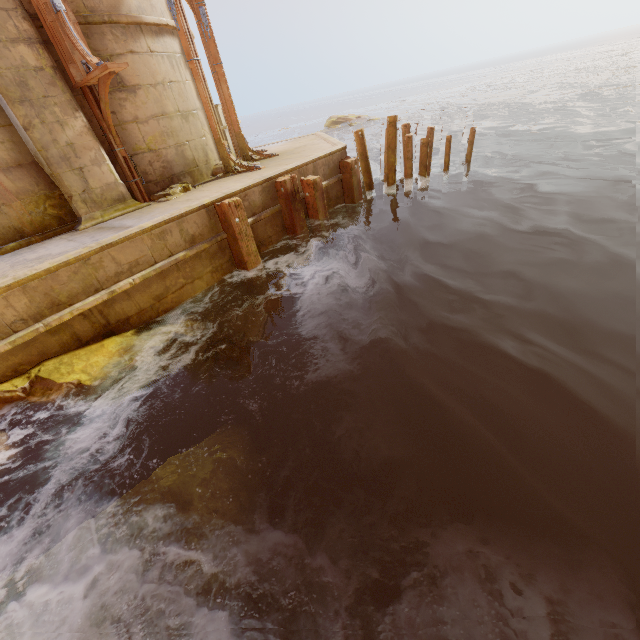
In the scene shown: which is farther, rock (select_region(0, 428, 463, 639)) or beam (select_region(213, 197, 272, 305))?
beam (select_region(213, 197, 272, 305))

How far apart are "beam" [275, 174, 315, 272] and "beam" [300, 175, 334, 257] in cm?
50

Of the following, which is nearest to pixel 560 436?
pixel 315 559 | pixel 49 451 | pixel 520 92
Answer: pixel 315 559

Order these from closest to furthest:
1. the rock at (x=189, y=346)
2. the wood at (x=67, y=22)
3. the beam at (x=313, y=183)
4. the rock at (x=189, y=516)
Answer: the rock at (x=189, y=516) → the rock at (x=189, y=346) → the wood at (x=67, y=22) → the beam at (x=313, y=183)

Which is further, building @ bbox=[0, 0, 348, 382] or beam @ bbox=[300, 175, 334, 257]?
beam @ bbox=[300, 175, 334, 257]

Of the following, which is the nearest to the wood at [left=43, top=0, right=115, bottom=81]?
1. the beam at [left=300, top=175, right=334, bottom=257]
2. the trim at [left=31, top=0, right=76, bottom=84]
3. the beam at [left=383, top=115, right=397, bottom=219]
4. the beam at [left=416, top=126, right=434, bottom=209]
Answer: the trim at [left=31, top=0, right=76, bottom=84]

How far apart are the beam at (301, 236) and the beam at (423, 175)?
A: 4.6m

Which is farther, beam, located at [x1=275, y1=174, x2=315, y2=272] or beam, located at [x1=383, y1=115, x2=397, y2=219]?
beam, located at [x1=383, y1=115, x2=397, y2=219]
